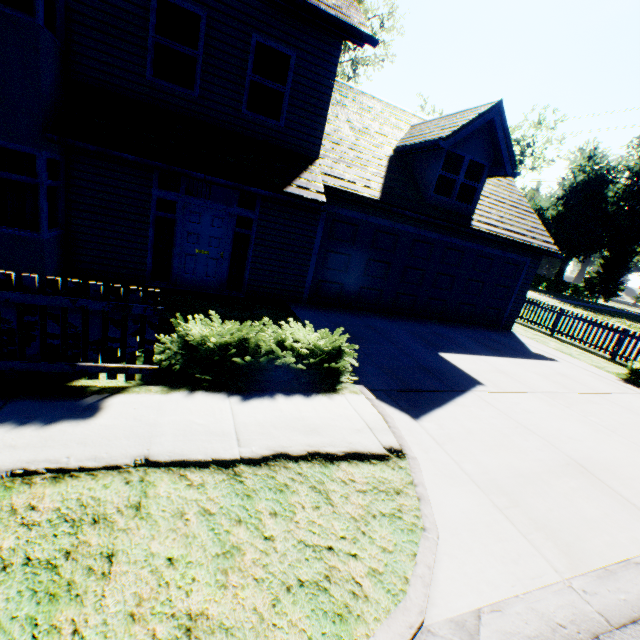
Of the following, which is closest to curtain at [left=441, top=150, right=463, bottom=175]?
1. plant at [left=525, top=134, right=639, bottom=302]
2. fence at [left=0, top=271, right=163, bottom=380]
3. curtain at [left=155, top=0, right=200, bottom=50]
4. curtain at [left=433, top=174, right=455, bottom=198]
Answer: curtain at [left=433, top=174, right=455, bottom=198]

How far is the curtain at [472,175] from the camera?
10.6m

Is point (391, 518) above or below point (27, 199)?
below

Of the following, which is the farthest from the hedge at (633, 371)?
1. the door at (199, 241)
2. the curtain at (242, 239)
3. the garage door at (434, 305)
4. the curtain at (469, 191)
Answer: the door at (199, 241)

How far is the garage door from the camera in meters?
9.8

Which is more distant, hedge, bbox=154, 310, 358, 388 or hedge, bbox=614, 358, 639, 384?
hedge, bbox=614, 358, 639, 384

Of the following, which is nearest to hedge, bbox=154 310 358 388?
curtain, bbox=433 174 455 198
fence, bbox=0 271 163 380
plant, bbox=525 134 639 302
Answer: fence, bbox=0 271 163 380

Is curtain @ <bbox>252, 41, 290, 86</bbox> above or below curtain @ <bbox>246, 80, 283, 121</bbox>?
above
